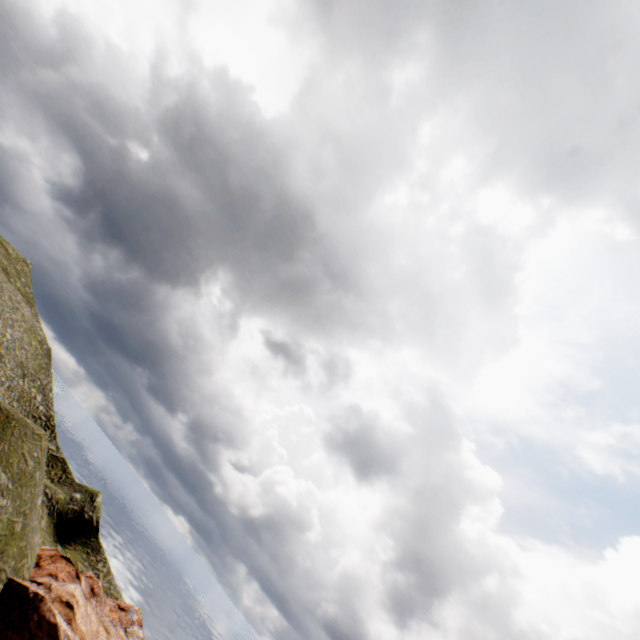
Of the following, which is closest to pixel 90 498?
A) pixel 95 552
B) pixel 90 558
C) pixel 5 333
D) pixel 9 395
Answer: pixel 95 552
